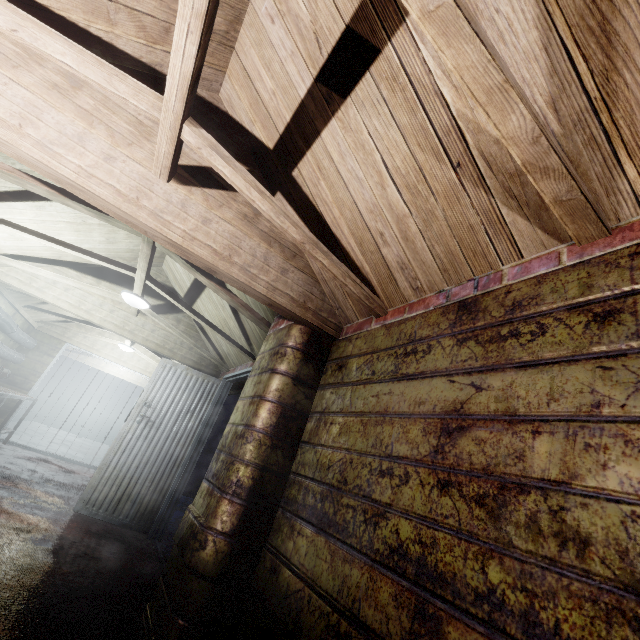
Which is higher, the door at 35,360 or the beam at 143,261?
the beam at 143,261

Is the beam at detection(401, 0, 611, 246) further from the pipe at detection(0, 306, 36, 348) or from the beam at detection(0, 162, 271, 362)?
the beam at detection(0, 162, 271, 362)

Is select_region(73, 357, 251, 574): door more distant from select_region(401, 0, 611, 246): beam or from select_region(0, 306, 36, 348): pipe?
select_region(401, 0, 611, 246): beam

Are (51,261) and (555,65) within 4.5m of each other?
no

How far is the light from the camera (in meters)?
3.61

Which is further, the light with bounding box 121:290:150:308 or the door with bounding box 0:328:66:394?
the door with bounding box 0:328:66:394

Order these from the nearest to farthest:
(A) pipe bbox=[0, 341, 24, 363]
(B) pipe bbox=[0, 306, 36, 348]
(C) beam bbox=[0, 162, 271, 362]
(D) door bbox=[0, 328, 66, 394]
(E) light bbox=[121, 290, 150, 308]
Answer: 1. (C) beam bbox=[0, 162, 271, 362]
2. (E) light bbox=[121, 290, 150, 308]
3. (B) pipe bbox=[0, 306, 36, 348]
4. (A) pipe bbox=[0, 341, 24, 363]
5. (D) door bbox=[0, 328, 66, 394]

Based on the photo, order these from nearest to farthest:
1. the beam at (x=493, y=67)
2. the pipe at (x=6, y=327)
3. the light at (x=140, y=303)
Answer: the beam at (x=493, y=67) → the light at (x=140, y=303) → the pipe at (x=6, y=327)
